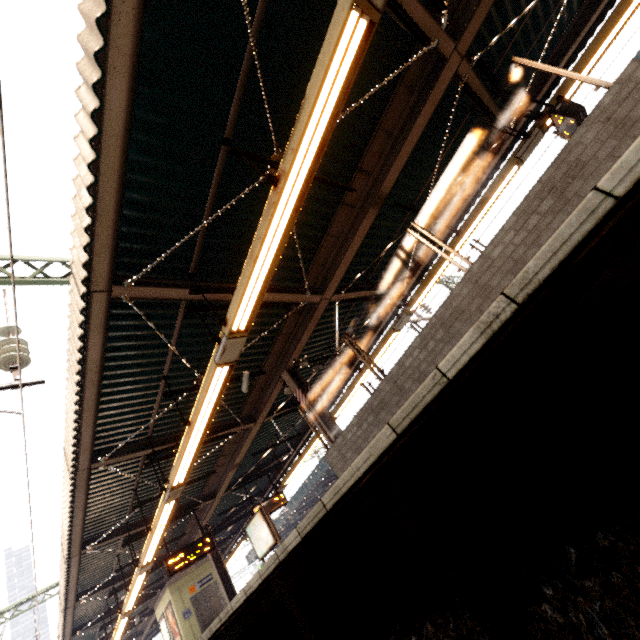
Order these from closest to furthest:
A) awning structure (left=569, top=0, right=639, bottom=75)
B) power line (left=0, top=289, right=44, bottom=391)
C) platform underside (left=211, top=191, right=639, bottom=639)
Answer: platform underside (left=211, top=191, right=639, bottom=639)
power line (left=0, top=289, right=44, bottom=391)
awning structure (left=569, top=0, right=639, bottom=75)

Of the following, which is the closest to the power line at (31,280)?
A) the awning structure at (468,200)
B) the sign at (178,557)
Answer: the awning structure at (468,200)

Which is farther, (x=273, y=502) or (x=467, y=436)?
(x=273, y=502)

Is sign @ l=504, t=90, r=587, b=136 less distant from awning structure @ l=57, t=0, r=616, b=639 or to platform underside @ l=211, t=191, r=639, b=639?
awning structure @ l=57, t=0, r=616, b=639

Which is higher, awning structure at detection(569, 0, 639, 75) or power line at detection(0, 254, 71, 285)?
power line at detection(0, 254, 71, 285)

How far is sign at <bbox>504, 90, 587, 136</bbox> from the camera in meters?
5.6 m

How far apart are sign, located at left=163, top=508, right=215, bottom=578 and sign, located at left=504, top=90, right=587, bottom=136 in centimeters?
1468cm

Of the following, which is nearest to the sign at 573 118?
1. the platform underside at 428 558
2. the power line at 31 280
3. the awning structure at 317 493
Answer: the platform underside at 428 558
